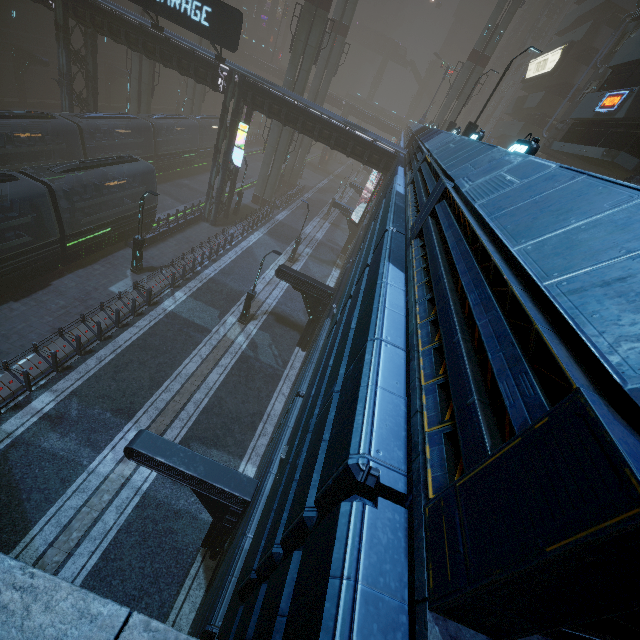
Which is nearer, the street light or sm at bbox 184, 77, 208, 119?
the street light

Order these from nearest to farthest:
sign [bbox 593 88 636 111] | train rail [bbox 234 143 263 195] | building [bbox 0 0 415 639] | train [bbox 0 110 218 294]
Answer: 1. building [bbox 0 0 415 639]
2. train [bbox 0 110 218 294]
3. sign [bbox 593 88 636 111]
4. train rail [bbox 234 143 263 195]

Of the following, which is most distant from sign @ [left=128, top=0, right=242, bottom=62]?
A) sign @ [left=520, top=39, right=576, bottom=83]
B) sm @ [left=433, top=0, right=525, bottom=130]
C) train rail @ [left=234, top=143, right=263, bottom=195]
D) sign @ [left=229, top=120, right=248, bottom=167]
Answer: sm @ [left=433, top=0, right=525, bottom=130]

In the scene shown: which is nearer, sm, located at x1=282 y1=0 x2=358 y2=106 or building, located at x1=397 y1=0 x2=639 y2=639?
building, located at x1=397 y1=0 x2=639 y2=639

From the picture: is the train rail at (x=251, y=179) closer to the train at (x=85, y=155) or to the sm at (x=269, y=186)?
the train at (x=85, y=155)

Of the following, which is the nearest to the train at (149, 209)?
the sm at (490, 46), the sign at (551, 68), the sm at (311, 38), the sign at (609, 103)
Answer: the sm at (311, 38)

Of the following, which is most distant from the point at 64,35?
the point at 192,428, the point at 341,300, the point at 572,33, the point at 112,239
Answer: the point at 572,33

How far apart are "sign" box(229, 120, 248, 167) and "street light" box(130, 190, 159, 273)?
10.21m
